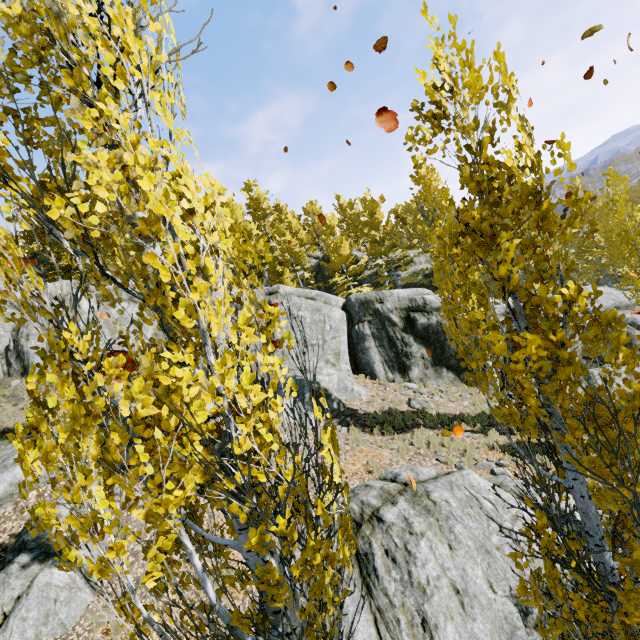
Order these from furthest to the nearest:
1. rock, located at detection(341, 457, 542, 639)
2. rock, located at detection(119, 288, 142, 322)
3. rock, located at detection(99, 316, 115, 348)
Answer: rock, located at detection(119, 288, 142, 322)
rock, located at detection(99, 316, 115, 348)
rock, located at detection(341, 457, 542, 639)

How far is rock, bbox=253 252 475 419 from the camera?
17.3m

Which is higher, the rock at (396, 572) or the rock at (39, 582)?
the rock at (39, 582)

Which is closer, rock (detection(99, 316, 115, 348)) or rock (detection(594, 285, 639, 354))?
rock (detection(99, 316, 115, 348))

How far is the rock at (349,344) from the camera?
17.3m

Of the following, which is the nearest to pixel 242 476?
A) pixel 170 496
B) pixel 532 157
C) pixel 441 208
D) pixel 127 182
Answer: pixel 170 496
